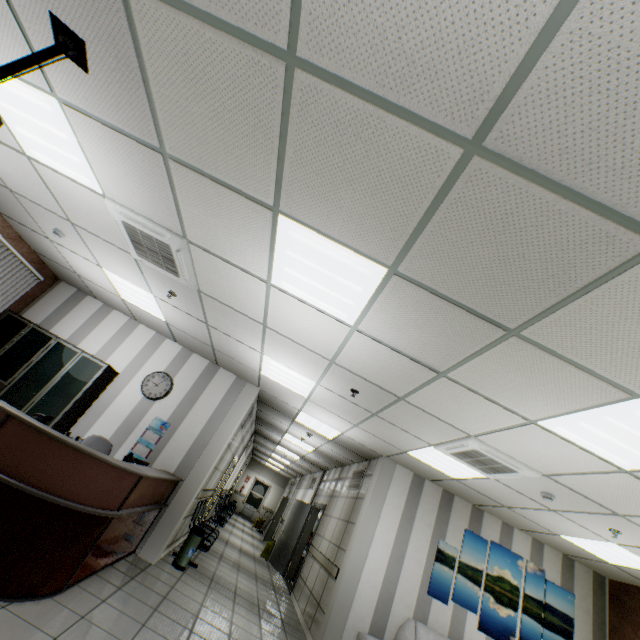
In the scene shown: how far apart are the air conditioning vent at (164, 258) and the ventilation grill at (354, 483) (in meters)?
5.68

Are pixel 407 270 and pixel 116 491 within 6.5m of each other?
yes

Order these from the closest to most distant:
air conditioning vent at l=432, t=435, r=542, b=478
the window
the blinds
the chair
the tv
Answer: the tv
air conditioning vent at l=432, t=435, r=542, b=478
the chair
the blinds
the window

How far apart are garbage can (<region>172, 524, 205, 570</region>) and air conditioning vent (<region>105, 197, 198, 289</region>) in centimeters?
454cm

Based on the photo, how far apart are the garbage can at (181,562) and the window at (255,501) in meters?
17.4

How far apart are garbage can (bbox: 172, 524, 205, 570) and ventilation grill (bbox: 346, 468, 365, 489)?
3.27m

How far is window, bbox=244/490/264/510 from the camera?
21.3m

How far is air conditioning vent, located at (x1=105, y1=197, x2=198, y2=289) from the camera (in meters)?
3.42
